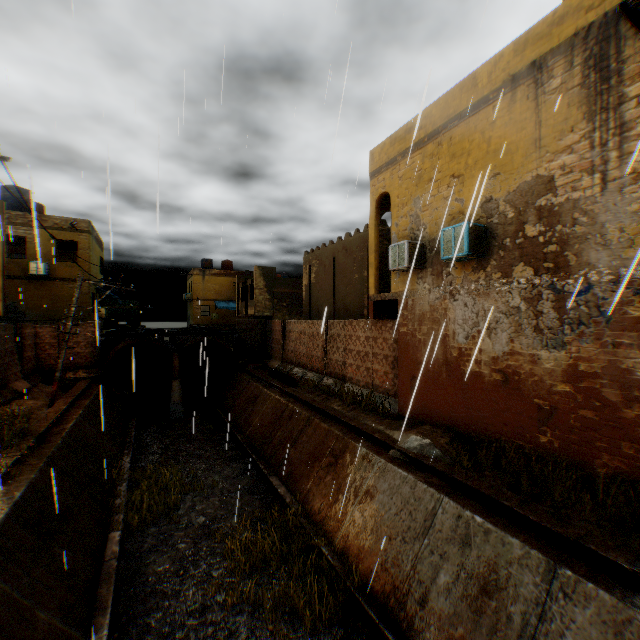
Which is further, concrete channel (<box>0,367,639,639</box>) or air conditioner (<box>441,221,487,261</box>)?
air conditioner (<box>441,221,487,261</box>)

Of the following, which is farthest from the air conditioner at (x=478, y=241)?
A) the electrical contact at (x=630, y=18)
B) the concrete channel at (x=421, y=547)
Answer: the electrical contact at (x=630, y=18)

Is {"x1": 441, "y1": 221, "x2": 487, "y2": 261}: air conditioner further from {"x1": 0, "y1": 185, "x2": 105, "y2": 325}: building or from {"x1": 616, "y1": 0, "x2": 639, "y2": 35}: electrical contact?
{"x1": 616, "y1": 0, "x2": 639, "y2": 35}: electrical contact

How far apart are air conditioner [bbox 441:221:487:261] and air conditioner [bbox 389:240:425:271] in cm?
120

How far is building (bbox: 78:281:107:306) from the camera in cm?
2080

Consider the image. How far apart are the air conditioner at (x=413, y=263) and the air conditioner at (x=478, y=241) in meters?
1.2 m

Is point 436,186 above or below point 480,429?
above

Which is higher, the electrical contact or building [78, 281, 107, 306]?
the electrical contact
